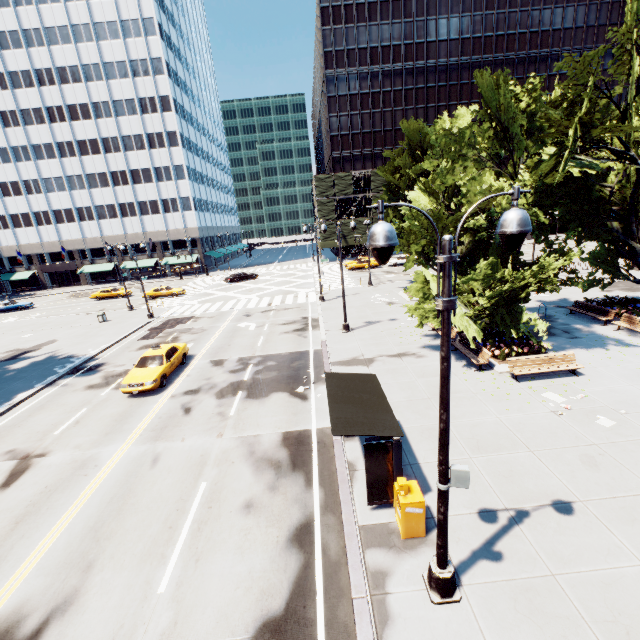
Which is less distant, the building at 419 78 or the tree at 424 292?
the tree at 424 292

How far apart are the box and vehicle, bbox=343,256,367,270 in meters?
43.1

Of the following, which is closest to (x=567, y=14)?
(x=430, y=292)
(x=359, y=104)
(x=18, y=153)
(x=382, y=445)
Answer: (x=359, y=104)

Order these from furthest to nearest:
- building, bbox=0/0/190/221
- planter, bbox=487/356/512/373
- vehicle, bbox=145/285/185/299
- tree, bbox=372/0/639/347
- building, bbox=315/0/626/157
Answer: building, bbox=315/0/626/157 → building, bbox=0/0/190/221 → vehicle, bbox=145/285/185/299 → planter, bbox=487/356/512/373 → tree, bbox=372/0/639/347

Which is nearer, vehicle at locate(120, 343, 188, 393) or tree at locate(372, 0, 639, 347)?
tree at locate(372, 0, 639, 347)

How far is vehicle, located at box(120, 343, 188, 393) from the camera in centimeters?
1599cm

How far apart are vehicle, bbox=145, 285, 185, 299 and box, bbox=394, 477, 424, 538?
40.4m

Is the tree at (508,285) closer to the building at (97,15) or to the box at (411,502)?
the building at (97,15)
